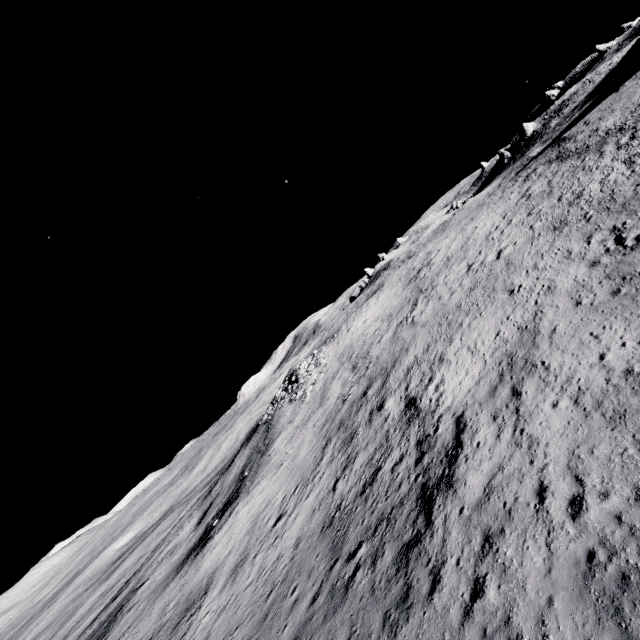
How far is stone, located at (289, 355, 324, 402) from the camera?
38.8m

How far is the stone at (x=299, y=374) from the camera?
38.78m

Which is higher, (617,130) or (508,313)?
(617,130)
